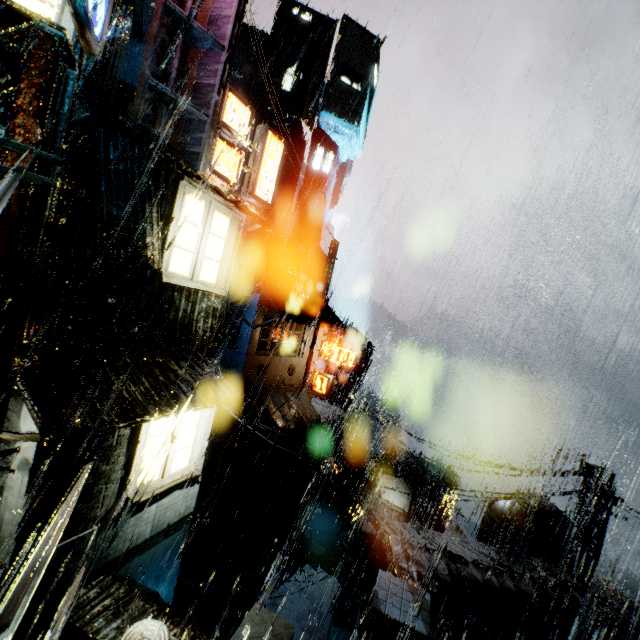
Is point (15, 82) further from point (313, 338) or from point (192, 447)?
point (313, 338)

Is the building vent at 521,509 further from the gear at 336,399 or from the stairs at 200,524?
the gear at 336,399

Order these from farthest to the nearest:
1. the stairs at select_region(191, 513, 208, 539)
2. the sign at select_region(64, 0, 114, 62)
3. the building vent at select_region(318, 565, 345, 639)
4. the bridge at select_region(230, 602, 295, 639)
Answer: the building vent at select_region(318, 565, 345, 639) < the stairs at select_region(191, 513, 208, 539) < the bridge at select_region(230, 602, 295, 639) < the sign at select_region(64, 0, 114, 62)

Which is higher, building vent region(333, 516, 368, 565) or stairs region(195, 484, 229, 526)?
stairs region(195, 484, 229, 526)

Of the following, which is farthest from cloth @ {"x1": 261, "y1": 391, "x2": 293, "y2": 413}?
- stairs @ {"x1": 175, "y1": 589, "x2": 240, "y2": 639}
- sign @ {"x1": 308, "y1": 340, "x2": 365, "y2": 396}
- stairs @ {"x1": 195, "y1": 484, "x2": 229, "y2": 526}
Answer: stairs @ {"x1": 175, "y1": 589, "x2": 240, "y2": 639}

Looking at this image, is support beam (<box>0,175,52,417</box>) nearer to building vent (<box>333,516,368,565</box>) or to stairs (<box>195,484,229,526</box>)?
stairs (<box>195,484,229,526</box>)

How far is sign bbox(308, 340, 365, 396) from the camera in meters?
25.0 m

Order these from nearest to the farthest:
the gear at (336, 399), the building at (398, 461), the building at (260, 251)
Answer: the building at (398, 461) < the gear at (336, 399) < the building at (260, 251)
